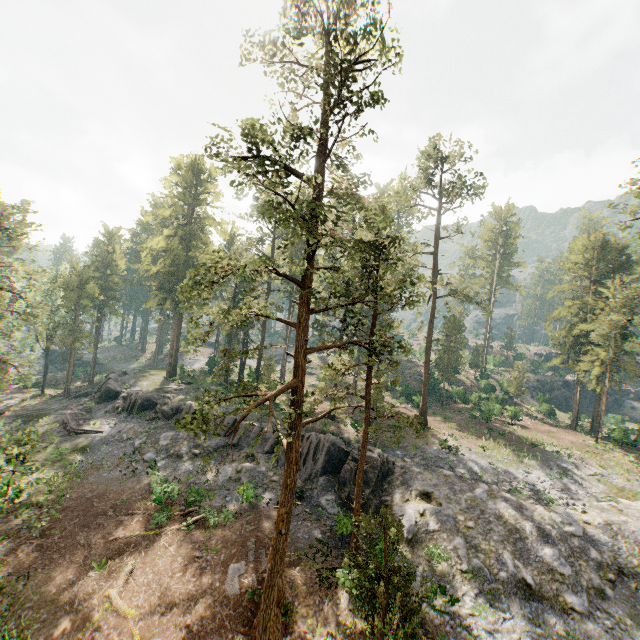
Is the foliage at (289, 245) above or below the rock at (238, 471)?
above

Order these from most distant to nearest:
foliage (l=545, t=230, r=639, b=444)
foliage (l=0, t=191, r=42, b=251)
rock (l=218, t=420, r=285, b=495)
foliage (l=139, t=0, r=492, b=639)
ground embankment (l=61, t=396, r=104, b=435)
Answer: ground embankment (l=61, t=396, r=104, b=435) → foliage (l=545, t=230, r=639, b=444) → foliage (l=0, t=191, r=42, b=251) → rock (l=218, t=420, r=285, b=495) → foliage (l=139, t=0, r=492, b=639)

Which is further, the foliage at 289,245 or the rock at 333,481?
the rock at 333,481

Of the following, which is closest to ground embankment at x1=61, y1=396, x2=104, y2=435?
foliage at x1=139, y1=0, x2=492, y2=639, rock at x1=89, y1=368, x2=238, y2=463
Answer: rock at x1=89, y1=368, x2=238, y2=463

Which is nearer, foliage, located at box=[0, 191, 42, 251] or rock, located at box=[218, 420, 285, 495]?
rock, located at box=[218, 420, 285, 495]

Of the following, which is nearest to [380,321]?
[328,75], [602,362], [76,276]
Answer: [328,75]

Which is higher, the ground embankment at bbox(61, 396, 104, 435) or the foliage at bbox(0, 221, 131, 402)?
the foliage at bbox(0, 221, 131, 402)
